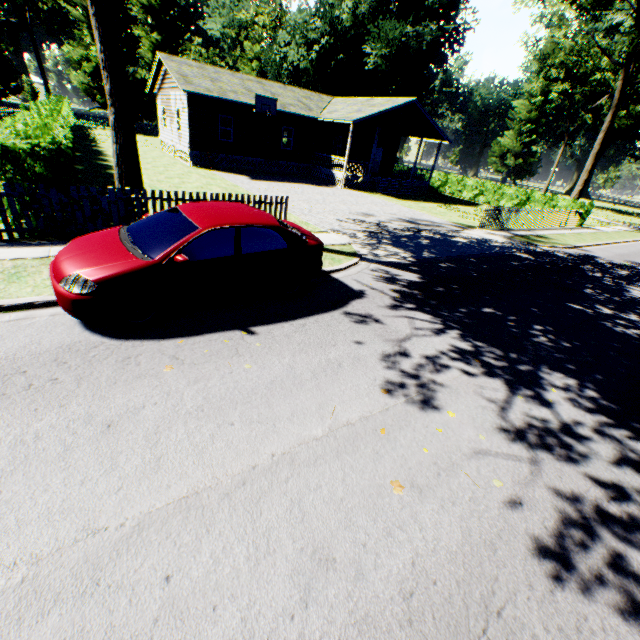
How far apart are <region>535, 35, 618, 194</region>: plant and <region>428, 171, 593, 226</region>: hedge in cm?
2565

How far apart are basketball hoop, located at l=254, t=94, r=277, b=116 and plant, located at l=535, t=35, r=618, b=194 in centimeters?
4510cm

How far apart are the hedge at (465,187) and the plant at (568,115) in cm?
2565

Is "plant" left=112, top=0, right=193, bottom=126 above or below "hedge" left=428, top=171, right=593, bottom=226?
above

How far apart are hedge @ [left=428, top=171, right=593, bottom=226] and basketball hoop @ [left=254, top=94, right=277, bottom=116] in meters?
19.0

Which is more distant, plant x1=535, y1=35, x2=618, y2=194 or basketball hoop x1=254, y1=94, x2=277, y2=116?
plant x1=535, y1=35, x2=618, y2=194

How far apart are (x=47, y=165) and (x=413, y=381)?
9.16m

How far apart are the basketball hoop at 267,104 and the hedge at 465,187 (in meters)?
18.96
